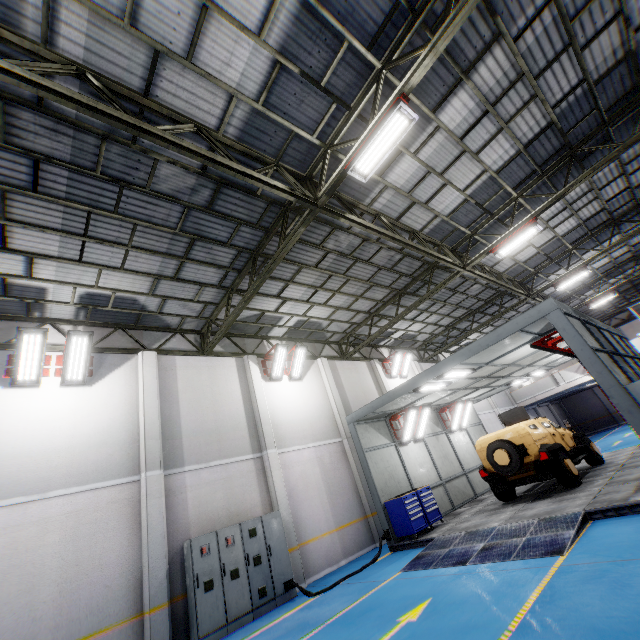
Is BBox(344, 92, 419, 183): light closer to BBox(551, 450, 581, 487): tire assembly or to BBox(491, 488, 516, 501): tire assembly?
BBox(551, 450, 581, 487): tire assembly

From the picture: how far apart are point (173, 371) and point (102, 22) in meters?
9.2 m

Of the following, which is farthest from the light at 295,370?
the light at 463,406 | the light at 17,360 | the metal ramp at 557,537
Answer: the light at 463,406

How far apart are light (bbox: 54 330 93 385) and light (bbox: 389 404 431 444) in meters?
10.9 m

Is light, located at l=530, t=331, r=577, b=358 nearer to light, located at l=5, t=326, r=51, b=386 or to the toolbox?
the toolbox

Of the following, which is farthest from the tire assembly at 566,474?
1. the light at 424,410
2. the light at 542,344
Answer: the light at 424,410

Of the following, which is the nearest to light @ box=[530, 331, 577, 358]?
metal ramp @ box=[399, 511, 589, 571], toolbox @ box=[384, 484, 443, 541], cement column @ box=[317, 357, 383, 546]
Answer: metal ramp @ box=[399, 511, 589, 571]

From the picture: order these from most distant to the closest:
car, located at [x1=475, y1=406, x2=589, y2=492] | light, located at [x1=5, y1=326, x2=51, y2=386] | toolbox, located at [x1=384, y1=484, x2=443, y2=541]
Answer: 1. toolbox, located at [x1=384, y1=484, x2=443, y2=541]
2. car, located at [x1=475, y1=406, x2=589, y2=492]
3. light, located at [x1=5, y1=326, x2=51, y2=386]
